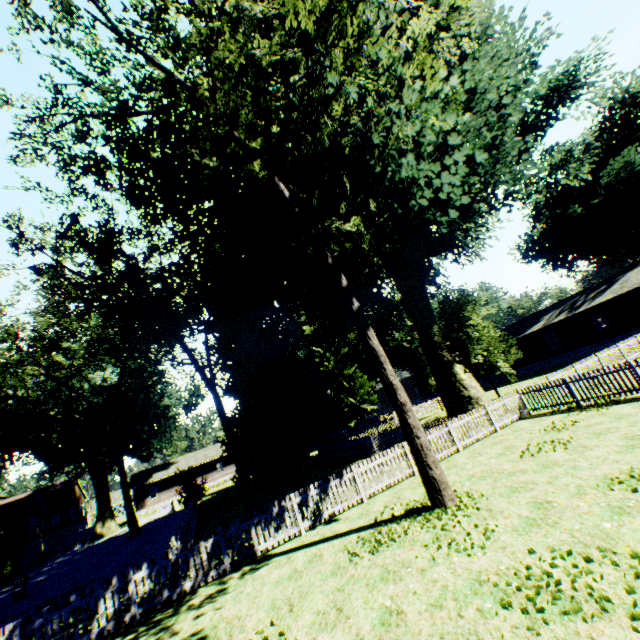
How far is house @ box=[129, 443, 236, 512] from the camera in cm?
4834

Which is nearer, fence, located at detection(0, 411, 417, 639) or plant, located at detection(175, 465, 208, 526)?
fence, located at detection(0, 411, 417, 639)

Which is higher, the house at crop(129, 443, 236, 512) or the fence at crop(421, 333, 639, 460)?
the house at crop(129, 443, 236, 512)

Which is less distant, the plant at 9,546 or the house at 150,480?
the plant at 9,546

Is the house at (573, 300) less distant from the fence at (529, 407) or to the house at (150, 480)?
the fence at (529, 407)

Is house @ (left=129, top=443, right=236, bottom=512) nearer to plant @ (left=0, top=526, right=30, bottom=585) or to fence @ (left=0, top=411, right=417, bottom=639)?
fence @ (left=0, top=411, right=417, bottom=639)

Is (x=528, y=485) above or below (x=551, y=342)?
below

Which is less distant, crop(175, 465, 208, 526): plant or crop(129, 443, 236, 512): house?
crop(175, 465, 208, 526): plant
